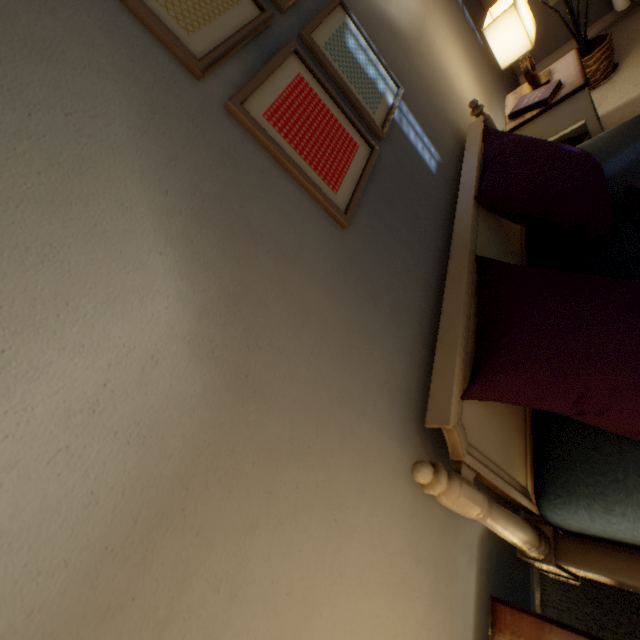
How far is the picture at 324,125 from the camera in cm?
67

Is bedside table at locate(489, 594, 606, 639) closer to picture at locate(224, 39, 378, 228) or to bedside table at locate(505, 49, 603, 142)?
picture at locate(224, 39, 378, 228)

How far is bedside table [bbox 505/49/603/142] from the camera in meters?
1.5

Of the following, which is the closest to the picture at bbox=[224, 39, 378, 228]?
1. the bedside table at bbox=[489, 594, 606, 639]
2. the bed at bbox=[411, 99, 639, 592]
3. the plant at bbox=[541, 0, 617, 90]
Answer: the bed at bbox=[411, 99, 639, 592]

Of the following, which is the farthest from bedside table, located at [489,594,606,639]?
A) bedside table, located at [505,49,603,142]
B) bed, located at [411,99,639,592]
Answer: bedside table, located at [505,49,603,142]

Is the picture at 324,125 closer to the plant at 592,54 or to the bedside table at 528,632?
the bedside table at 528,632

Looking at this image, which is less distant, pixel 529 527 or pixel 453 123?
pixel 529 527

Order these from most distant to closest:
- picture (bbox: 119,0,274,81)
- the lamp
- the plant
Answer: the plant
the lamp
picture (bbox: 119,0,274,81)
